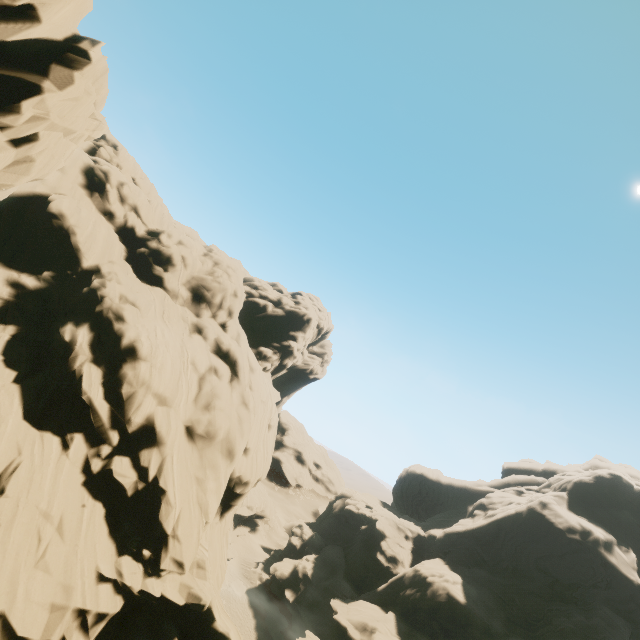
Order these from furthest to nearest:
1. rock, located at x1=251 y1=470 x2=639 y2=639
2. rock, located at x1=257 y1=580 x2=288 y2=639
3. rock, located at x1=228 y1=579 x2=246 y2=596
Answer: rock, located at x1=228 y1=579 x2=246 y2=596, rock, located at x1=257 y1=580 x2=288 y2=639, rock, located at x1=251 y1=470 x2=639 y2=639

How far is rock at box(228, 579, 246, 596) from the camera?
49.00m

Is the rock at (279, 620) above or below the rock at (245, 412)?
below

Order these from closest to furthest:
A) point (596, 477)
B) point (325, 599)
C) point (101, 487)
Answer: point (101, 487)
point (325, 599)
point (596, 477)

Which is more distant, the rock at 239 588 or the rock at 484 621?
the rock at 239 588

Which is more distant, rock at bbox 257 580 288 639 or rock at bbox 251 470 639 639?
rock at bbox 257 580 288 639
